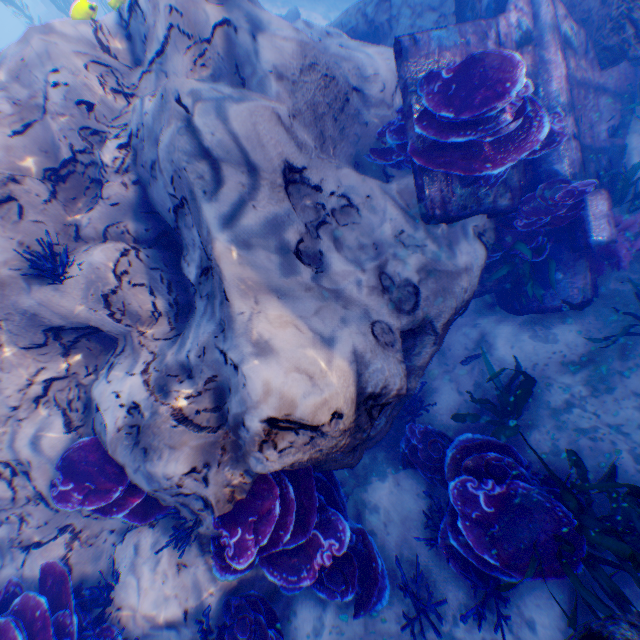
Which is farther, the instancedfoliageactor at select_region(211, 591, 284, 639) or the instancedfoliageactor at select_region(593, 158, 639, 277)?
the instancedfoliageactor at select_region(593, 158, 639, 277)

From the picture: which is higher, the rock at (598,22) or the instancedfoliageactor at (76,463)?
the instancedfoliageactor at (76,463)

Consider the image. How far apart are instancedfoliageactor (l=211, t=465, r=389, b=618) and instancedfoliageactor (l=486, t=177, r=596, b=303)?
3.77m

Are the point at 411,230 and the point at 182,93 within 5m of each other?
yes

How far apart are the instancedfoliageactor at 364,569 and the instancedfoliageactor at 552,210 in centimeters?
377cm

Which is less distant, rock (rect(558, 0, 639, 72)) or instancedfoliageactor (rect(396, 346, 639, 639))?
instancedfoliageactor (rect(396, 346, 639, 639))

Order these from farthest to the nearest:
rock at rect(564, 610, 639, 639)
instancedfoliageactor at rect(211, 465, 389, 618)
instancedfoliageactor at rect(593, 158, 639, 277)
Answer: instancedfoliageactor at rect(593, 158, 639, 277) < instancedfoliageactor at rect(211, 465, 389, 618) < rock at rect(564, 610, 639, 639)
